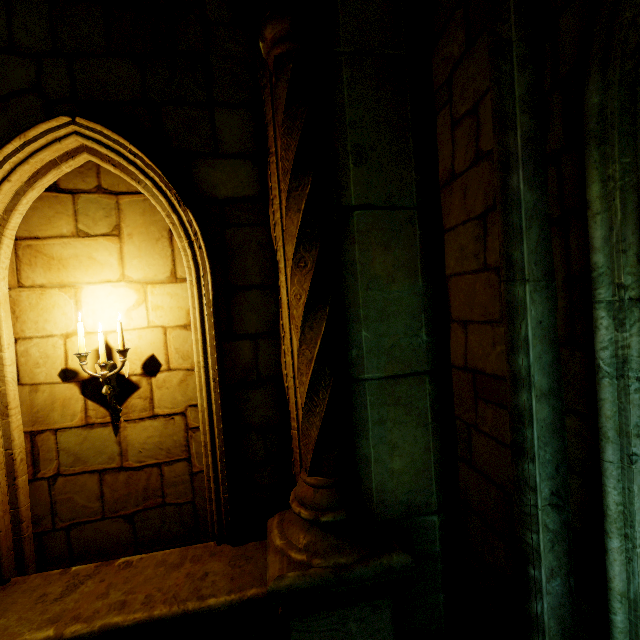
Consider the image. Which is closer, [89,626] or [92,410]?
[89,626]

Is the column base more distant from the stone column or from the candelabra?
the candelabra

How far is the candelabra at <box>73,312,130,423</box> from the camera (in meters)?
2.87

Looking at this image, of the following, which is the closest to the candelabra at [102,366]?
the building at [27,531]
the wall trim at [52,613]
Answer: the building at [27,531]

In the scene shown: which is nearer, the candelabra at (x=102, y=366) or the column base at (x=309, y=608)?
the column base at (x=309, y=608)

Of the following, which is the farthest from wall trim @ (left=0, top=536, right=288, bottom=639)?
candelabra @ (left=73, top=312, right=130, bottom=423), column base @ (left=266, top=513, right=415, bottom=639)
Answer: candelabra @ (left=73, top=312, right=130, bottom=423)

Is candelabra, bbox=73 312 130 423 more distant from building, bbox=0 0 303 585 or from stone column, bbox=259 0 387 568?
stone column, bbox=259 0 387 568

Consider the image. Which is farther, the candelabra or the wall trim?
the candelabra
